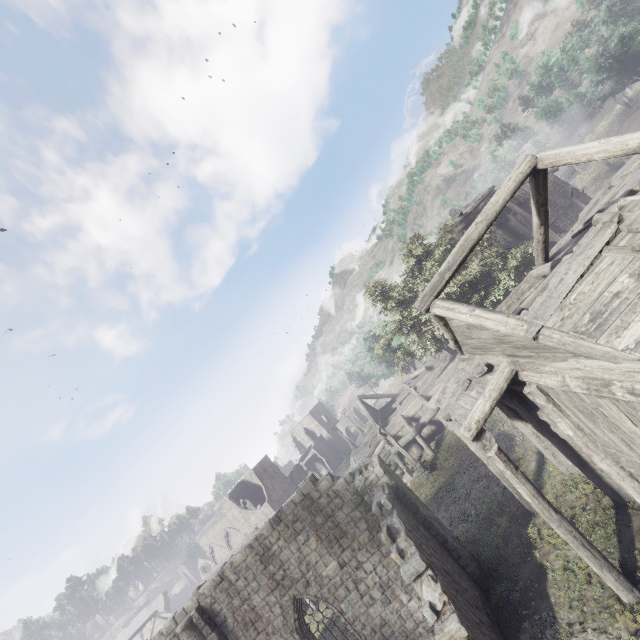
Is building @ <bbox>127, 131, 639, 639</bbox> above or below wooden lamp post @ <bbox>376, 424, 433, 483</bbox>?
above

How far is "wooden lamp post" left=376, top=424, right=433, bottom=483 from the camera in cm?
2159

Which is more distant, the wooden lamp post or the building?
the wooden lamp post

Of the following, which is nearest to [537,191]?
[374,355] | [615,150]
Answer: [615,150]

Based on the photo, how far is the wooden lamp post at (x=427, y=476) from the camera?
21.6 meters

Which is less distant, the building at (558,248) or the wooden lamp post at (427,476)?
the building at (558,248)
